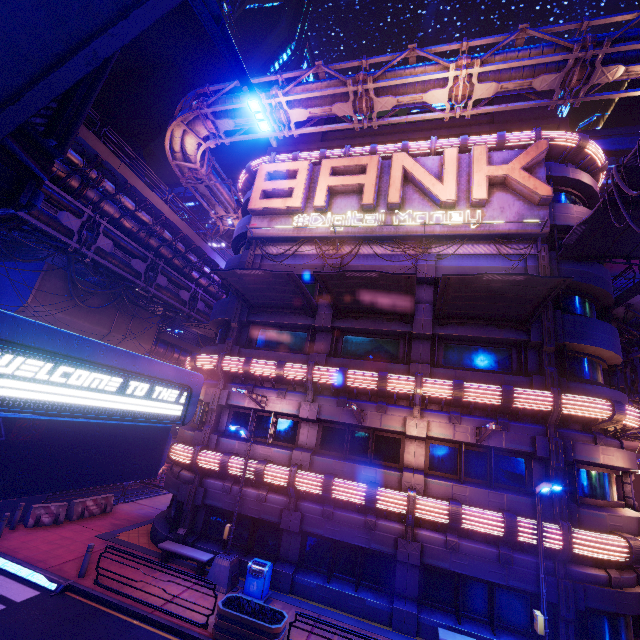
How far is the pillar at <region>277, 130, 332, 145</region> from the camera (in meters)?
24.35

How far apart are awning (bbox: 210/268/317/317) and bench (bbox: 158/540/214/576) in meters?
11.3 m

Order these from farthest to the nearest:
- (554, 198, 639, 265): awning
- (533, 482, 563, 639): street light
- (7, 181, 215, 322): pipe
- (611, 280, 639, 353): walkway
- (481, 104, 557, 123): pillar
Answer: (481, 104, 557, 123): pillar, (7, 181, 215, 322): pipe, (611, 280, 639, 353): walkway, (554, 198, 639, 265): awning, (533, 482, 563, 639): street light

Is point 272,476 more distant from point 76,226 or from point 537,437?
point 76,226

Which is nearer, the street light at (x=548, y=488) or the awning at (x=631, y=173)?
the awning at (x=631, y=173)

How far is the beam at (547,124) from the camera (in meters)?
19.52

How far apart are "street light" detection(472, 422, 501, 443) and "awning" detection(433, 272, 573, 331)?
4.6 meters

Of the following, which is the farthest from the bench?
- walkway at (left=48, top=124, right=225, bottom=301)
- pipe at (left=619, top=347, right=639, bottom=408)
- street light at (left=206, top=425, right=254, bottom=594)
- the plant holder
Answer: pipe at (left=619, top=347, right=639, bottom=408)
